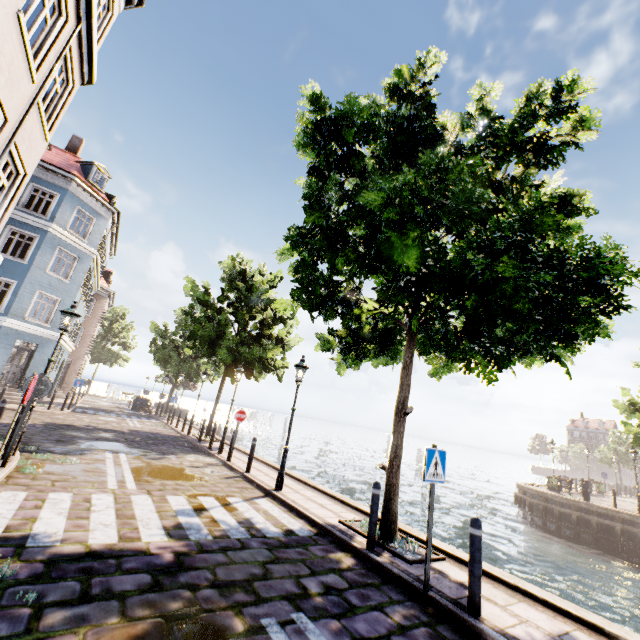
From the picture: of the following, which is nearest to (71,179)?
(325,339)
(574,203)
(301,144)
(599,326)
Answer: (301,144)

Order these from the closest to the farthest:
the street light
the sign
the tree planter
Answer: the sign, the tree planter, the street light

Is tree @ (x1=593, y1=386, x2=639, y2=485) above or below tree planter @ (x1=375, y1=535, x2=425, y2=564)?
above

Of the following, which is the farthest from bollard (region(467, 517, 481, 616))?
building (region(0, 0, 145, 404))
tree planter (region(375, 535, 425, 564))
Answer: building (region(0, 0, 145, 404))

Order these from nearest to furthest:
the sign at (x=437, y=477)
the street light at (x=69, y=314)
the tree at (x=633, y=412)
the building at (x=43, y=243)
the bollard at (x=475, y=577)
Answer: the bollard at (x=475, y=577) < the sign at (x=437, y=477) < the building at (x=43, y=243) < the street light at (x=69, y=314) < the tree at (x=633, y=412)

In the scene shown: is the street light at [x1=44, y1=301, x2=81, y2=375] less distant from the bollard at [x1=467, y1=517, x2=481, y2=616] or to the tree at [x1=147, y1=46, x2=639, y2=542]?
the tree at [x1=147, y1=46, x2=639, y2=542]

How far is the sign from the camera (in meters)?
4.87

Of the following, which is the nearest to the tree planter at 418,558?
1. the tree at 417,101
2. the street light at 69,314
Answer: the tree at 417,101
